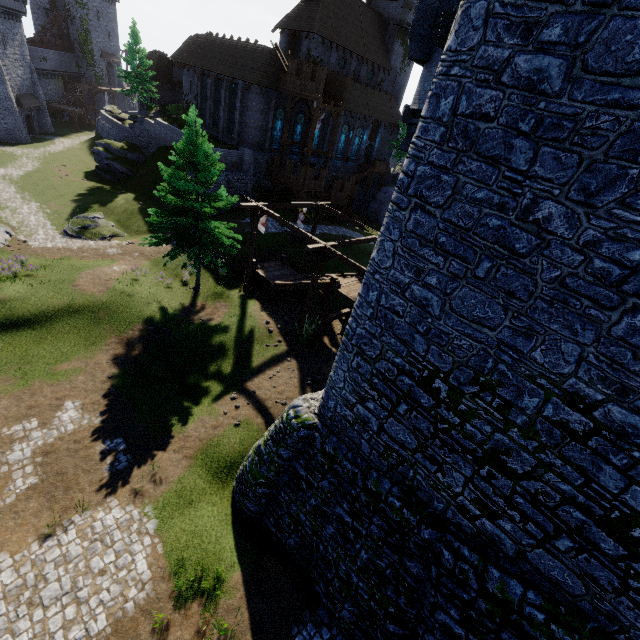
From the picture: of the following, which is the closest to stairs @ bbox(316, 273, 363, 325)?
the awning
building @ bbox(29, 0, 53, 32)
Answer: the awning

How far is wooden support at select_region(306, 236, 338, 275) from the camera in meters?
16.5

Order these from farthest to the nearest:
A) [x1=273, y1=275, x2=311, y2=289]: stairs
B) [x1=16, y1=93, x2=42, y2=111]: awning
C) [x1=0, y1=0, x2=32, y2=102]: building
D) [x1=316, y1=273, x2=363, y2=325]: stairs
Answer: → [x1=16, y1=93, x2=42, y2=111]: awning → [x1=0, y1=0, x2=32, y2=102]: building → [x1=273, y1=275, x2=311, y2=289]: stairs → [x1=316, y1=273, x2=363, y2=325]: stairs

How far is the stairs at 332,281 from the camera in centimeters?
1897cm

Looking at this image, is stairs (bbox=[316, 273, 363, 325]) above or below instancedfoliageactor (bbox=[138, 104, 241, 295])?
below

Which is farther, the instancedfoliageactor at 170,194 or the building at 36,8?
the building at 36,8

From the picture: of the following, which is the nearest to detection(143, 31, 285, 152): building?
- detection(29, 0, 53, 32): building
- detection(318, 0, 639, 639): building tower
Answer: detection(29, 0, 53, 32): building

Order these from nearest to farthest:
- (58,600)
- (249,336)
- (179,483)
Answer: (58,600) < (179,483) < (249,336)
